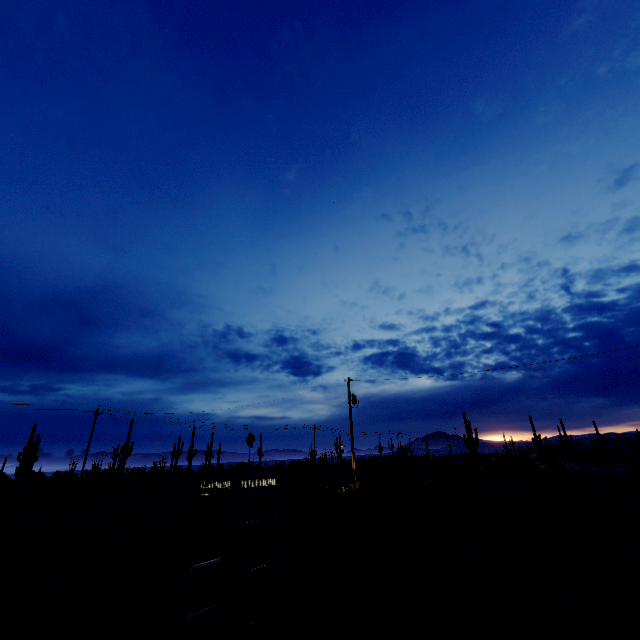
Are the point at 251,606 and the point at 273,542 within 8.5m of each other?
yes

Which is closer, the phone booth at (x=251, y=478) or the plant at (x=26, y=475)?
the phone booth at (x=251, y=478)

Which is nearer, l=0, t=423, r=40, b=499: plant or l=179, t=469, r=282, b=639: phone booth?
l=179, t=469, r=282, b=639: phone booth
